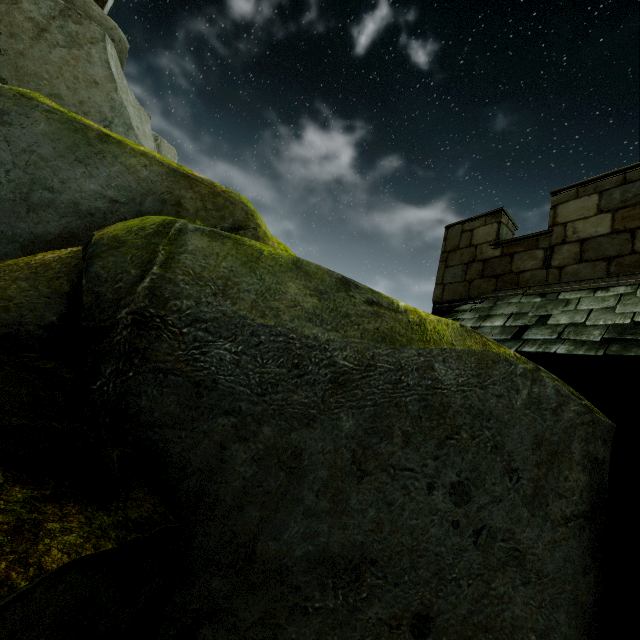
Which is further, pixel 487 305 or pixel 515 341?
pixel 487 305
